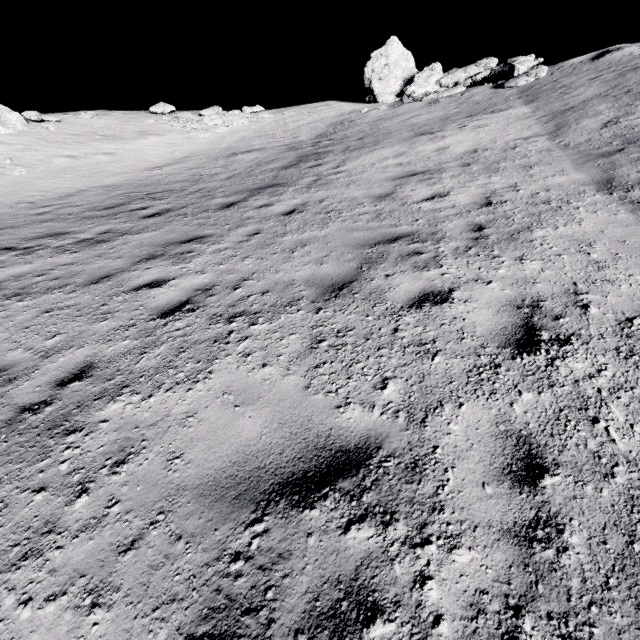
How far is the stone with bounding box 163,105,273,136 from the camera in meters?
19.7

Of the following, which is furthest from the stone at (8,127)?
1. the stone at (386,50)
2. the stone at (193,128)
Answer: the stone at (386,50)

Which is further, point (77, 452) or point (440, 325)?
point (440, 325)

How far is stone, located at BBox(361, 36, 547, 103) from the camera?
14.4m

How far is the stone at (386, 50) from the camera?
14.4m

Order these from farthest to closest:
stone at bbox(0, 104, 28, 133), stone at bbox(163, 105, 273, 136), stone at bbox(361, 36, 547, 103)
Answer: stone at bbox(163, 105, 273, 136), stone at bbox(0, 104, 28, 133), stone at bbox(361, 36, 547, 103)

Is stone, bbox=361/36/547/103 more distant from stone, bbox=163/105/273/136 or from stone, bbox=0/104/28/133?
stone, bbox=0/104/28/133
